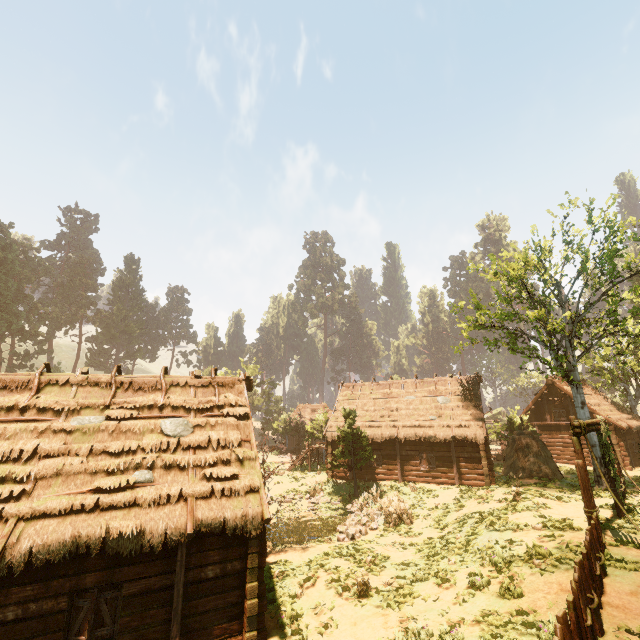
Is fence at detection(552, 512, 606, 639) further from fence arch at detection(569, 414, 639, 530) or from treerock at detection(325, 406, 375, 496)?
treerock at detection(325, 406, 375, 496)

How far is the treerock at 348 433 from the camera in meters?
23.2 m

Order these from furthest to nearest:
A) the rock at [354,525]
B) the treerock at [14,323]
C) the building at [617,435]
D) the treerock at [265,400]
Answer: the treerock at [265,400] → the treerock at [14,323] → the building at [617,435] → the rock at [354,525]

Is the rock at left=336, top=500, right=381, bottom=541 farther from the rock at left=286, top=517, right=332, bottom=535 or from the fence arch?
the fence arch

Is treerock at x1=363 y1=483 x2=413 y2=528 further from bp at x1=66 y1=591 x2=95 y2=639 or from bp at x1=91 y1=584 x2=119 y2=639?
bp at x1=66 y1=591 x2=95 y2=639

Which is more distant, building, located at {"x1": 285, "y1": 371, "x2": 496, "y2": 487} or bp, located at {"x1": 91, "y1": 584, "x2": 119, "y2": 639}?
building, located at {"x1": 285, "y1": 371, "x2": 496, "y2": 487}

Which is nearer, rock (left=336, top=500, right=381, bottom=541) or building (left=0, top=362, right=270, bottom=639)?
building (left=0, top=362, right=270, bottom=639)

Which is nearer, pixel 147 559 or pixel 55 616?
pixel 55 616
